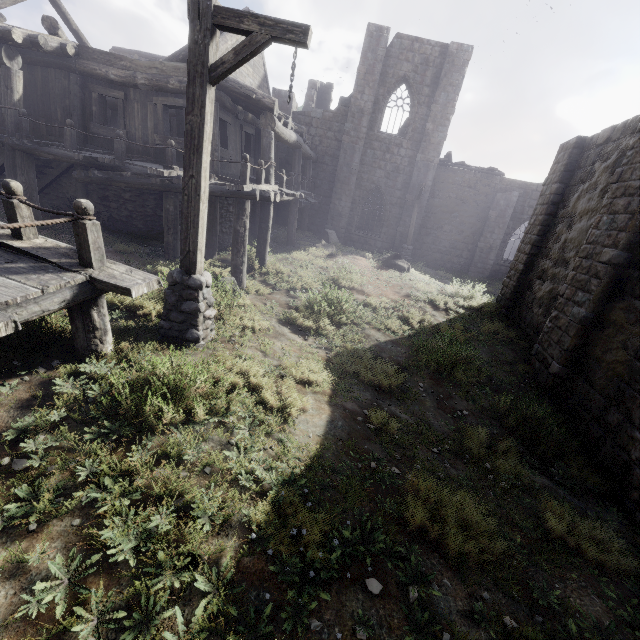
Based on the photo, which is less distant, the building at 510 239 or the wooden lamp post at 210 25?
the wooden lamp post at 210 25

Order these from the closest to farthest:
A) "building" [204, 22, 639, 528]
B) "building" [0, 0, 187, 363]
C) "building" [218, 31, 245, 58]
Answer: "building" [0, 0, 187, 363]
"building" [204, 22, 639, 528]
"building" [218, 31, 245, 58]

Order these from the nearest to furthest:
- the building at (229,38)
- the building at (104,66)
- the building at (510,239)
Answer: the building at (104,66)
the building at (510,239)
the building at (229,38)

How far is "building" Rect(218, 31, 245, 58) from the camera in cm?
1092

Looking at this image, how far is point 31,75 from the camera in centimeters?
1084cm

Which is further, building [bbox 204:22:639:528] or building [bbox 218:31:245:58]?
building [bbox 218:31:245:58]
